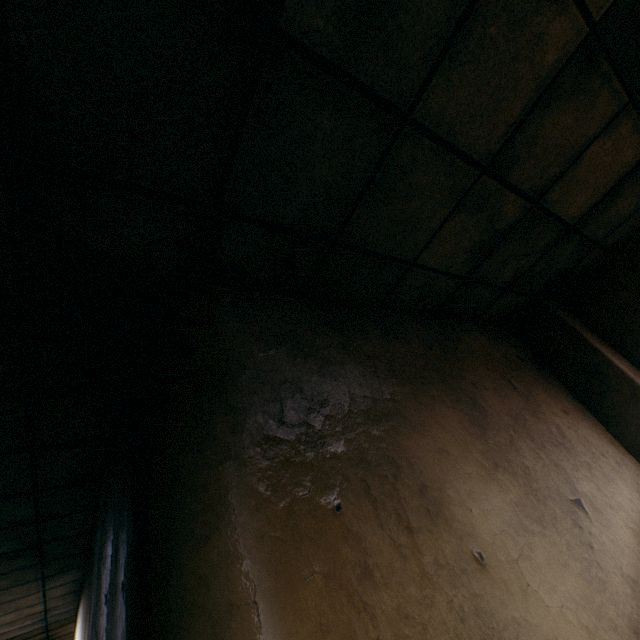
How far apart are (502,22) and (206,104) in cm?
122
